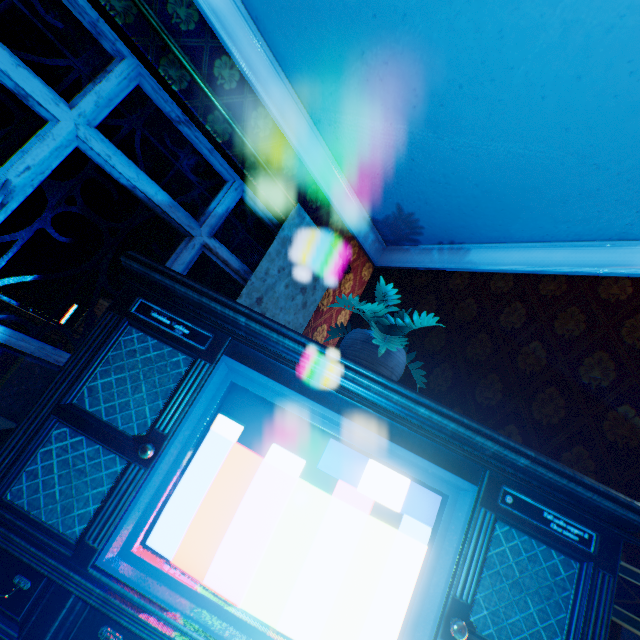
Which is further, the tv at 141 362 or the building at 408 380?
the building at 408 380

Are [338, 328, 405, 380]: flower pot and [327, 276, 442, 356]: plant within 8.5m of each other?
yes

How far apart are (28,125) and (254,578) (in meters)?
2.51

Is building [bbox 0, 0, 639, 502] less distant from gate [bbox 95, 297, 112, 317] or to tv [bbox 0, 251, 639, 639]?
tv [bbox 0, 251, 639, 639]

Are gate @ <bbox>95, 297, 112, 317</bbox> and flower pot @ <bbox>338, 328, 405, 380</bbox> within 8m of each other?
no

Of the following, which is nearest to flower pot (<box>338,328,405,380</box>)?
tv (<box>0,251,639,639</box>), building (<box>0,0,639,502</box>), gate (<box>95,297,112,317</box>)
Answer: tv (<box>0,251,639,639</box>)

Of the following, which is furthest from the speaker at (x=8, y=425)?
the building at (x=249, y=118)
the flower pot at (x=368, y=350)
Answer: the flower pot at (x=368, y=350)

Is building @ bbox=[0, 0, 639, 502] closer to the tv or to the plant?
the tv
